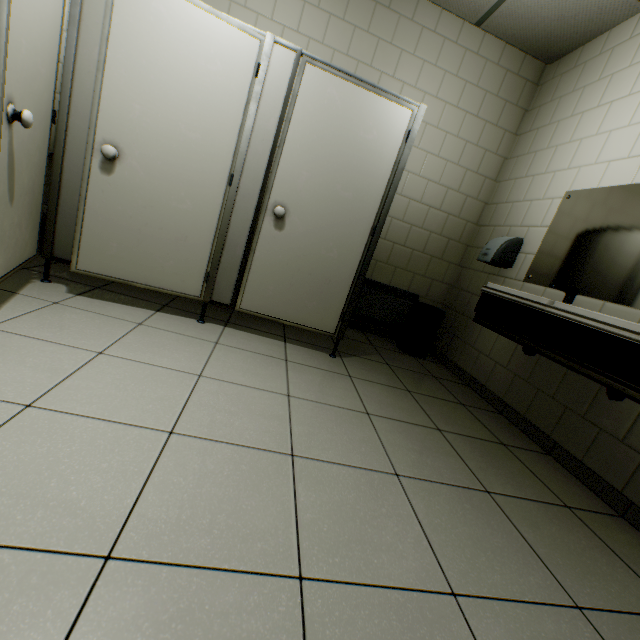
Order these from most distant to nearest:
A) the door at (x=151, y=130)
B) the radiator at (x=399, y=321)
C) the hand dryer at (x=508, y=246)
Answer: the radiator at (x=399, y=321) < the hand dryer at (x=508, y=246) < the door at (x=151, y=130)

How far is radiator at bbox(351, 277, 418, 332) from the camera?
3.7 meters

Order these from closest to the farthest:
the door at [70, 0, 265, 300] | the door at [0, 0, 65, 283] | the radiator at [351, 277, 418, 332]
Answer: the door at [0, 0, 65, 283]
the door at [70, 0, 265, 300]
the radiator at [351, 277, 418, 332]

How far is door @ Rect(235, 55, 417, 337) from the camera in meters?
2.2

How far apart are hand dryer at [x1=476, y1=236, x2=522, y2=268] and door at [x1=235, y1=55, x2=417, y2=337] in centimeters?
135cm

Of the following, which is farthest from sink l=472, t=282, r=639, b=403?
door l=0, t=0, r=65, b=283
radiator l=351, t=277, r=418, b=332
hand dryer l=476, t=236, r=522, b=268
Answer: door l=0, t=0, r=65, b=283

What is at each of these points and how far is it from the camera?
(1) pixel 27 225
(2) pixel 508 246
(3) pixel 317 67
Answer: (1) door, 1.9 meters
(2) hand dryer, 3.0 meters
(3) door, 2.1 meters

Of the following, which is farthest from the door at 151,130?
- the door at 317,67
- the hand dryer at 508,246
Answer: the hand dryer at 508,246
